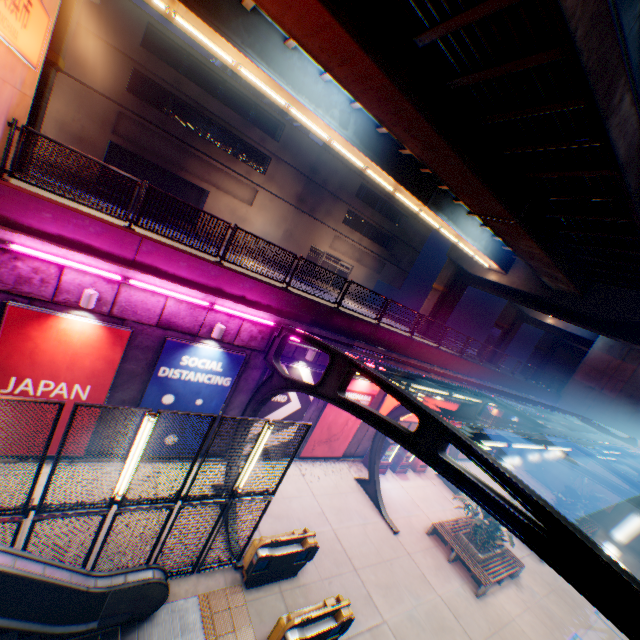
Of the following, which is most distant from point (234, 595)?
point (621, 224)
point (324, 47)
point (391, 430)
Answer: point (621, 224)

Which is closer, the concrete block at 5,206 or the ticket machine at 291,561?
the concrete block at 5,206

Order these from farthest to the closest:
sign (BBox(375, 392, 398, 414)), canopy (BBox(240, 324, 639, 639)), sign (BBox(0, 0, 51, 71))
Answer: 1. sign (BBox(375, 392, 398, 414))
2. sign (BBox(0, 0, 51, 71))
3. canopy (BBox(240, 324, 639, 639))

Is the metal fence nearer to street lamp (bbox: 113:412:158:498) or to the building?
street lamp (bbox: 113:412:158:498)

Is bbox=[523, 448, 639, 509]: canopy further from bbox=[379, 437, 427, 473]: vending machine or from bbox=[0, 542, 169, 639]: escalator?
bbox=[379, 437, 427, 473]: vending machine

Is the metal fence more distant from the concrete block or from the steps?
the steps

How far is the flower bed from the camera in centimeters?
1307cm

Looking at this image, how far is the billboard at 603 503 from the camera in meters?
24.1
